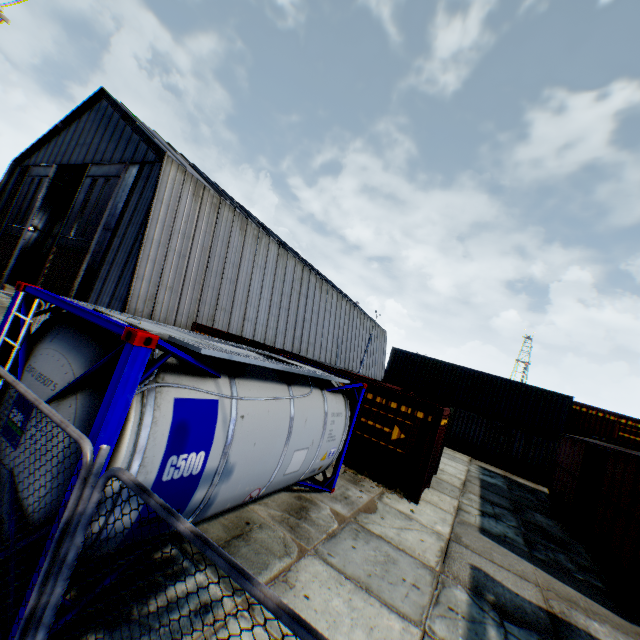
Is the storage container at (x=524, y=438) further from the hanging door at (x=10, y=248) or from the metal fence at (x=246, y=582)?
the hanging door at (x=10, y=248)

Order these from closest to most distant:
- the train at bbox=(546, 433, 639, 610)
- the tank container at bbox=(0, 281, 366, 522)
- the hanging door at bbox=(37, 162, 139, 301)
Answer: the tank container at bbox=(0, 281, 366, 522), the train at bbox=(546, 433, 639, 610), the hanging door at bbox=(37, 162, 139, 301)

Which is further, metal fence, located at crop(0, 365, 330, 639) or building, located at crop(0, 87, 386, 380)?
building, located at crop(0, 87, 386, 380)

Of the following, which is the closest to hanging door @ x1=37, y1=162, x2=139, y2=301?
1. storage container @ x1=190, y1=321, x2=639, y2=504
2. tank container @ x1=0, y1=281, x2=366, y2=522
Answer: tank container @ x1=0, y1=281, x2=366, y2=522

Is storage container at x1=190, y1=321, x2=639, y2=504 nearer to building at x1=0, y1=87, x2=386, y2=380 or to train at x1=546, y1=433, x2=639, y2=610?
train at x1=546, y1=433, x2=639, y2=610

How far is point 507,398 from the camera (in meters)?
22.19

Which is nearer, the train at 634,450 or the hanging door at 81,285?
the train at 634,450

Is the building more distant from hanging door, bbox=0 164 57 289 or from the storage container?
the storage container
